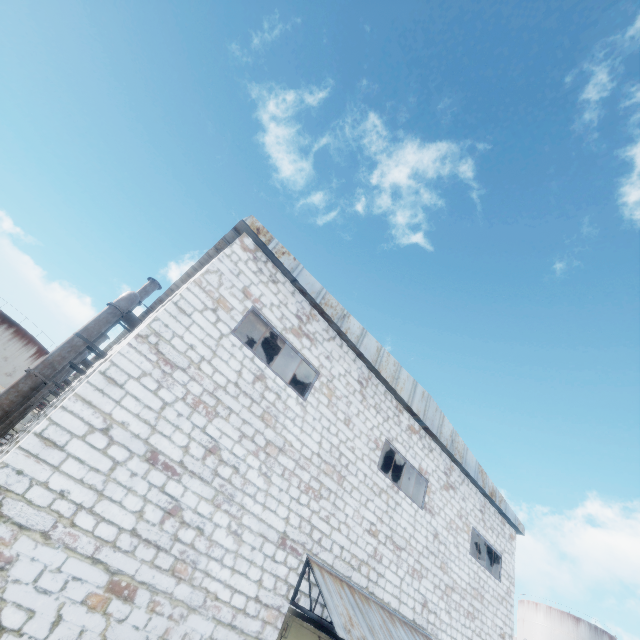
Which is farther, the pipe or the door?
the pipe

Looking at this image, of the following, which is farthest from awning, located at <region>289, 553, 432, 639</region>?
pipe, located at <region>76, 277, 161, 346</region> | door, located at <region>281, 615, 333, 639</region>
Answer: pipe, located at <region>76, 277, 161, 346</region>

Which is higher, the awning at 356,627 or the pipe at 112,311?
the pipe at 112,311

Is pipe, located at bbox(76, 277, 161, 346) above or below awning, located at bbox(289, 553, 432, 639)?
above

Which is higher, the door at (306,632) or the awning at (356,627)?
the awning at (356,627)

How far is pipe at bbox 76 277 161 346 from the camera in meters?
11.3 m

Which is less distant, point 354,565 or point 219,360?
point 219,360
